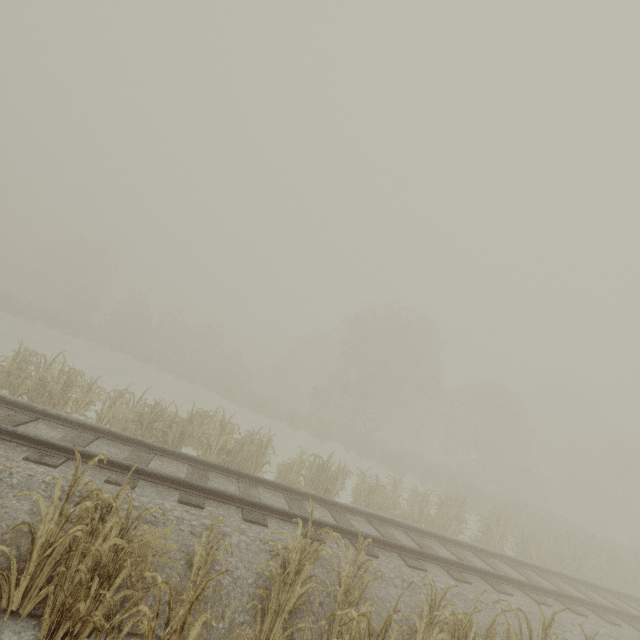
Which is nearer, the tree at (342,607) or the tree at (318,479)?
the tree at (342,607)

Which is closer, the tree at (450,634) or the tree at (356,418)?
the tree at (450,634)

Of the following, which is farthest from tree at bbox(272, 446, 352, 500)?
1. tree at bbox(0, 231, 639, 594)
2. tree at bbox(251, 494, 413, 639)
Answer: tree at bbox(0, 231, 639, 594)

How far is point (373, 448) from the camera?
25.1 meters

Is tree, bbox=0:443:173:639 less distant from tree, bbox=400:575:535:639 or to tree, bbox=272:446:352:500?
tree, bbox=400:575:535:639

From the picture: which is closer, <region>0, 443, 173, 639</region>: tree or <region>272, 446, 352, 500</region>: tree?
<region>0, 443, 173, 639</region>: tree
